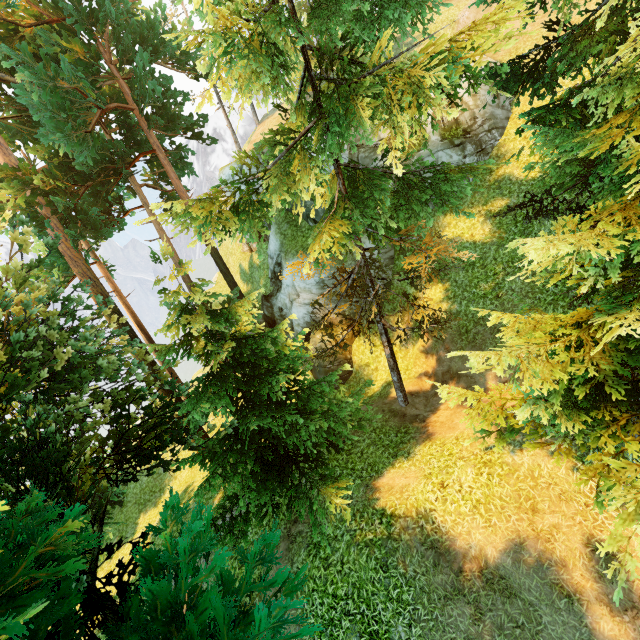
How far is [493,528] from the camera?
8.1 meters
